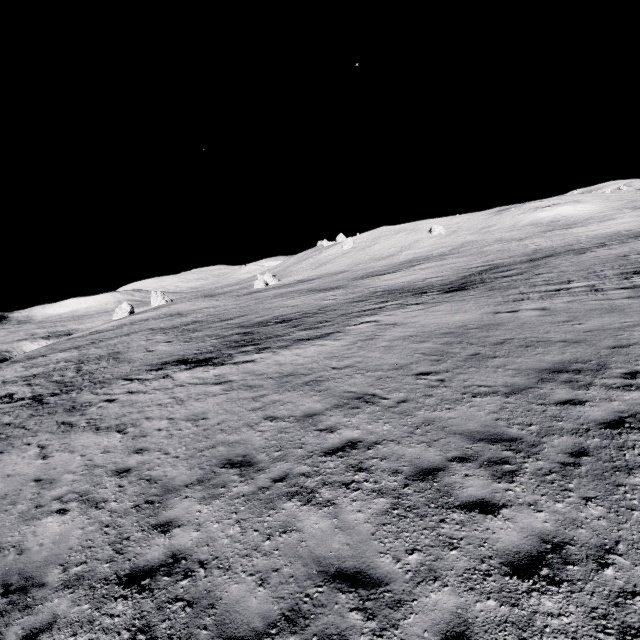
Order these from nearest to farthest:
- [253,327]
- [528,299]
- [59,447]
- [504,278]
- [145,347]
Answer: [59,447] < [528,299] < [504,278] < [253,327] < [145,347]
